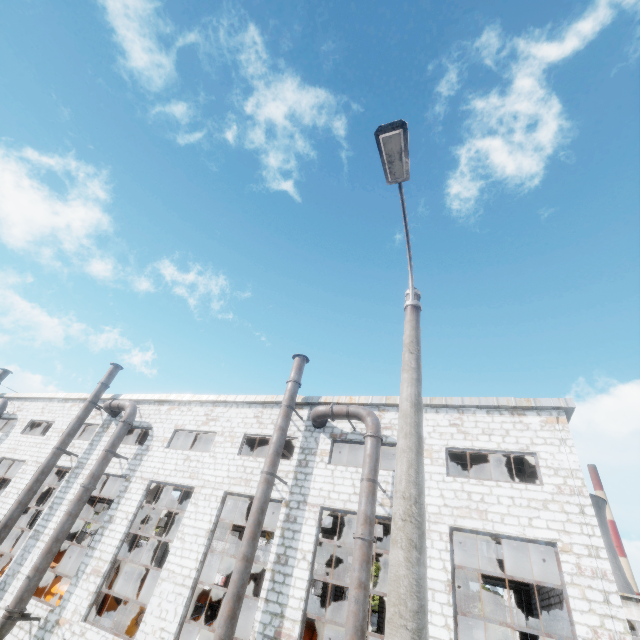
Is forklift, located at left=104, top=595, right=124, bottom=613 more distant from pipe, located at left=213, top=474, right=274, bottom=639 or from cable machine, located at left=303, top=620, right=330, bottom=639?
pipe, located at left=213, top=474, right=274, bottom=639

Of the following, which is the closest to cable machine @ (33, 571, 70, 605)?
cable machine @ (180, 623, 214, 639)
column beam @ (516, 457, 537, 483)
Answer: cable machine @ (180, 623, 214, 639)

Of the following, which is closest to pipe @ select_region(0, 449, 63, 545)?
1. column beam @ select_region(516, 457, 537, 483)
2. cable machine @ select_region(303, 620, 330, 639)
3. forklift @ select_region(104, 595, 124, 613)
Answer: forklift @ select_region(104, 595, 124, 613)

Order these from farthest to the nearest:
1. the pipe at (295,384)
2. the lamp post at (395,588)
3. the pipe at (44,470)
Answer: the pipe at (44,470)
the pipe at (295,384)
the lamp post at (395,588)

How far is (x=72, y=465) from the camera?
18.0m

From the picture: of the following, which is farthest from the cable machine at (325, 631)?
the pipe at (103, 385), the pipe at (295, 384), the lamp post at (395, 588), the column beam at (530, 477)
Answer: the lamp post at (395, 588)

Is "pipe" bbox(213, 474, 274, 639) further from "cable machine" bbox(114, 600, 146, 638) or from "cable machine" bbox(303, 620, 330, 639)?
"cable machine" bbox(303, 620, 330, 639)

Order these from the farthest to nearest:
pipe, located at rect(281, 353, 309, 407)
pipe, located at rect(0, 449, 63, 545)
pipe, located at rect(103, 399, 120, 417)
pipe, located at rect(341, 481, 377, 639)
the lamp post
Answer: pipe, located at rect(103, 399, 120, 417), pipe, located at rect(0, 449, 63, 545), pipe, located at rect(281, 353, 309, 407), pipe, located at rect(341, 481, 377, 639), the lamp post
